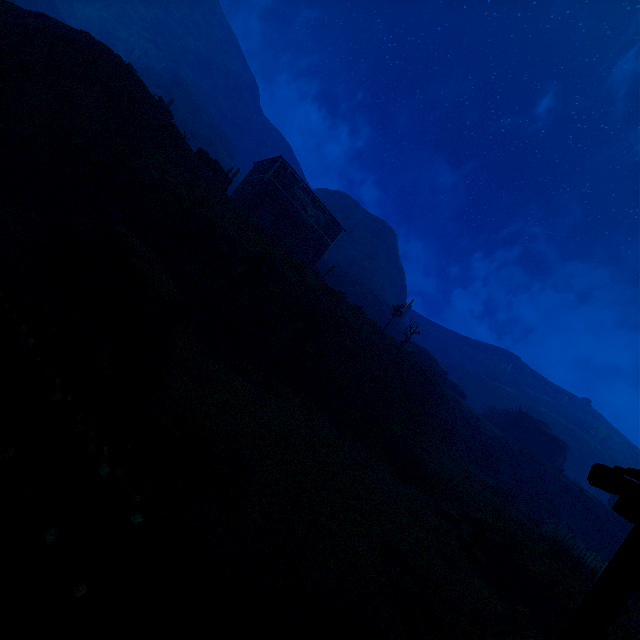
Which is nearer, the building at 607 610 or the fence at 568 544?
the building at 607 610

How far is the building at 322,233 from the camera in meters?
30.4 m

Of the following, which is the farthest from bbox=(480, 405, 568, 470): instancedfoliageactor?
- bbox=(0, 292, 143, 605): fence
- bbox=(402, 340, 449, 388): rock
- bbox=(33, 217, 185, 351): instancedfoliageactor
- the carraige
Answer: bbox=(0, 292, 143, 605): fence

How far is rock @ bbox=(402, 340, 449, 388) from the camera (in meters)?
30.53

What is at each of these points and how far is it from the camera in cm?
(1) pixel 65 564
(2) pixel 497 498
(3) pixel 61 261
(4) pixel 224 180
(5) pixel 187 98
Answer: (1) fence, 266
(2) z, 1817
(3) instancedfoliageactor, 804
(4) wooden box, 2480
(5) rock, 5975

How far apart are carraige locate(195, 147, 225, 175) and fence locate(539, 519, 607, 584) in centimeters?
3011cm

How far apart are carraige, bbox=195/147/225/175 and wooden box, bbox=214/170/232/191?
0.0 meters

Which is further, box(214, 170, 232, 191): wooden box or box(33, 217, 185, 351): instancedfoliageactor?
box(214, 170, 232, 191): wooden box
